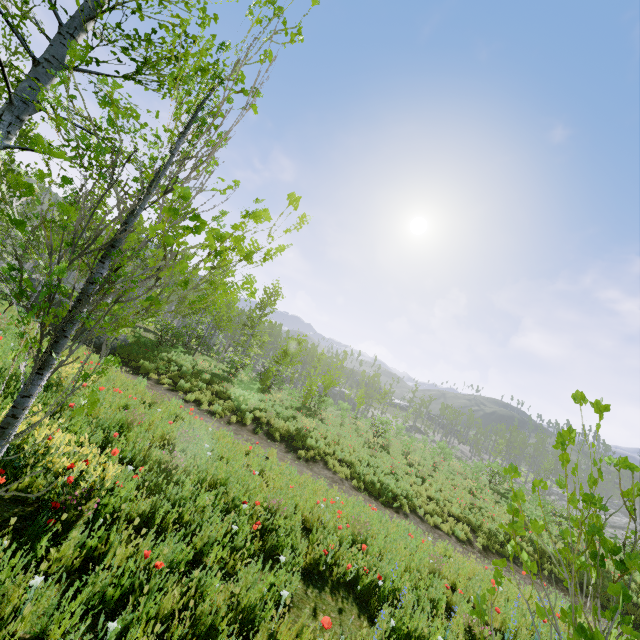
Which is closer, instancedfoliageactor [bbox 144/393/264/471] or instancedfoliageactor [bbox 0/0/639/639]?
instancedfoliageactor [bbox 0/0/639/639]

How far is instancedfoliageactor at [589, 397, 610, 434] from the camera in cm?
155

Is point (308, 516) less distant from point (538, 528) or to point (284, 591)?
point (284, 591)

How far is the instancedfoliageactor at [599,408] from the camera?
1.5m

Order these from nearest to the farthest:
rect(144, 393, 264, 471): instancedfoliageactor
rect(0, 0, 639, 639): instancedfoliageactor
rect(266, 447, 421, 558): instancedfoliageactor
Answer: rect(0, 0, 639, 639): instancedfoliageactor → rect(266, 447, 421, 558): instancedfoliageactor → rect(144, 393, 264, 471): instancedfoliageactor

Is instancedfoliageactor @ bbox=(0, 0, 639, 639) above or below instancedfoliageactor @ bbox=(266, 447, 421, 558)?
above
